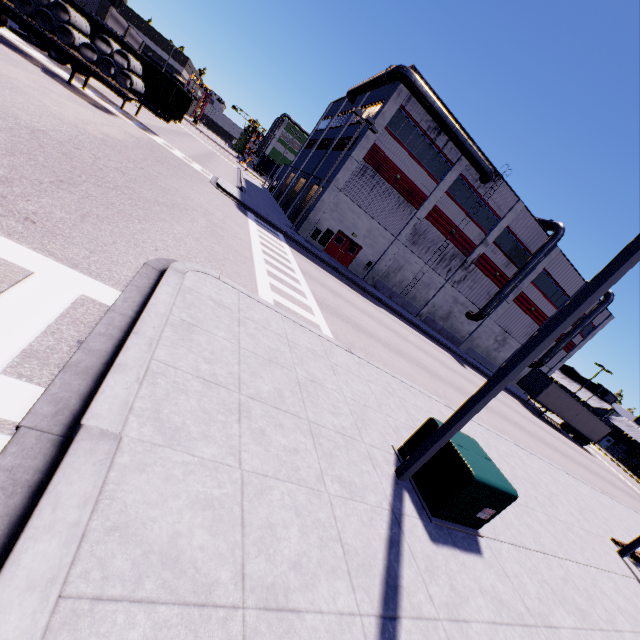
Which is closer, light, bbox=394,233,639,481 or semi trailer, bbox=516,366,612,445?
light, bbox=394,233,639,481

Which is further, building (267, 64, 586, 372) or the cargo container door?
building (267, 64, 586, 372)

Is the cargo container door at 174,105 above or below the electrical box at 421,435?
above

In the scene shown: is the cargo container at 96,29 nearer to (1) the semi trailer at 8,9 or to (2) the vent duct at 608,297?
(1) the semi trailer at 8,9

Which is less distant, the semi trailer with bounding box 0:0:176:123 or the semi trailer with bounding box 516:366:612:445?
the semi trailer with bounding box 0:0:176:123

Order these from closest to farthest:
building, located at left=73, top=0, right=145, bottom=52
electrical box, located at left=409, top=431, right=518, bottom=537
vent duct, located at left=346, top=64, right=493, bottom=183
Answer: electrical box, located at left=409, top=431, right=518, bottom=537 → vent duct, located at left=346, top=64, right=493, bottom=183 → building, located at left=73, top=0, right=145, bottom=52

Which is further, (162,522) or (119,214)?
(119,214)

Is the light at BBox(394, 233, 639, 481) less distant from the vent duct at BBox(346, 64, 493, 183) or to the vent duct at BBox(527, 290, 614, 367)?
the vent duct at BBox(346, 64, 493, 183)
